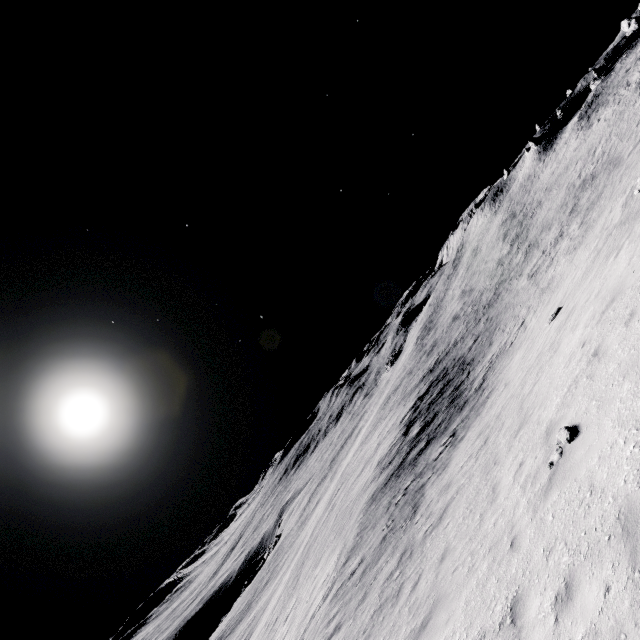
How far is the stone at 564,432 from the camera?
6.0m

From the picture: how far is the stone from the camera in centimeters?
599cm

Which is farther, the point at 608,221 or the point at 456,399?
the point at 456,399
